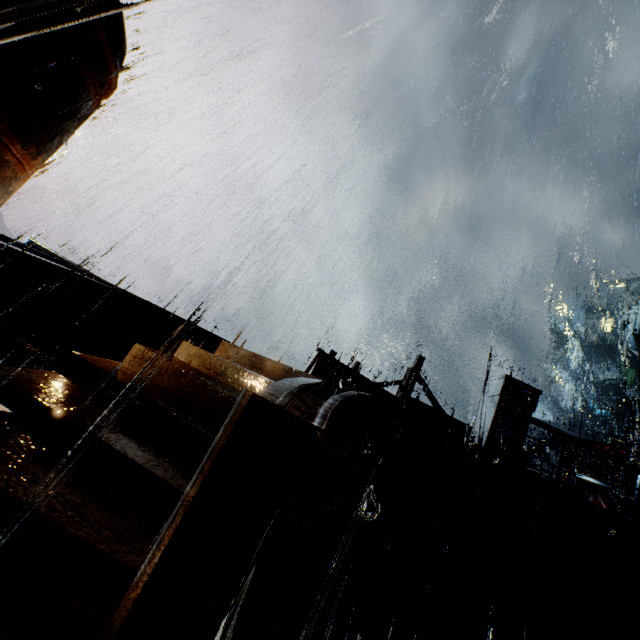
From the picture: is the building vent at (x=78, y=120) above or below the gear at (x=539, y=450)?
below

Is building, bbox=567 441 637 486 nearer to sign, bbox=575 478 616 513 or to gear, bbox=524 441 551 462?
sign, bbox=575 478 616 513

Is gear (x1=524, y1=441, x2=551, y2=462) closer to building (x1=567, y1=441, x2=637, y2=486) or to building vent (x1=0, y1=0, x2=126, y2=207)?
building (x1=567, y1=441, x2=637, y2=486)

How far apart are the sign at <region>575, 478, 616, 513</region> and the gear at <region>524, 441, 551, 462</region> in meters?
27.1 m

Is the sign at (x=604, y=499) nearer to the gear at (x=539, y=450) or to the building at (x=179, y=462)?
the building at (x=179, y=462)

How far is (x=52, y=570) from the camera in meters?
3.3

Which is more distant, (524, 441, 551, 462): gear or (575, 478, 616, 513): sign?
(524, 441, 551, 462): gear

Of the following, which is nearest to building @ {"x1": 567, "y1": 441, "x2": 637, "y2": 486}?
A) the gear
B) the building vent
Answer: the building vent
